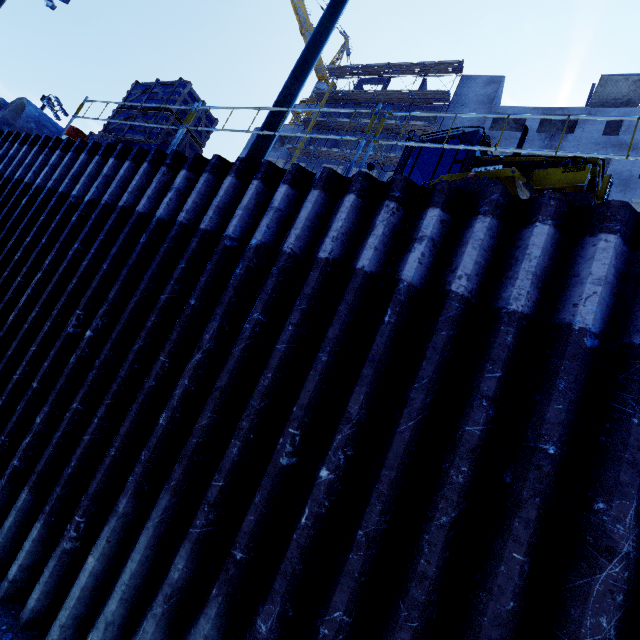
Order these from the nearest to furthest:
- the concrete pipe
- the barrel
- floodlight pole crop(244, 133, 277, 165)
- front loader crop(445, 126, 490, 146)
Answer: floodlight pole crop(244, 133, 277, 165), front loader crop(445, 126, 490, 146), the barrel, the concrete pipe

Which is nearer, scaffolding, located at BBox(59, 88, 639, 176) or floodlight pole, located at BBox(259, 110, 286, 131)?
scaffolding, located at BBox(59, 88, 639, 176)

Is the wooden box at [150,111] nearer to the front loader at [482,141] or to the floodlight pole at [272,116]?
the front loader at [482,141]

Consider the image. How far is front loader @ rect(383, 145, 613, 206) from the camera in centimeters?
526cm

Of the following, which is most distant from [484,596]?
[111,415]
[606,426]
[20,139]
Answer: [20,139]

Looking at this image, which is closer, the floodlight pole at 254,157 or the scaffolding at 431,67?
the floodlight pole at 254,157

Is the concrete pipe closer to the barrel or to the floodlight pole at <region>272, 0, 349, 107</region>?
the barrel
